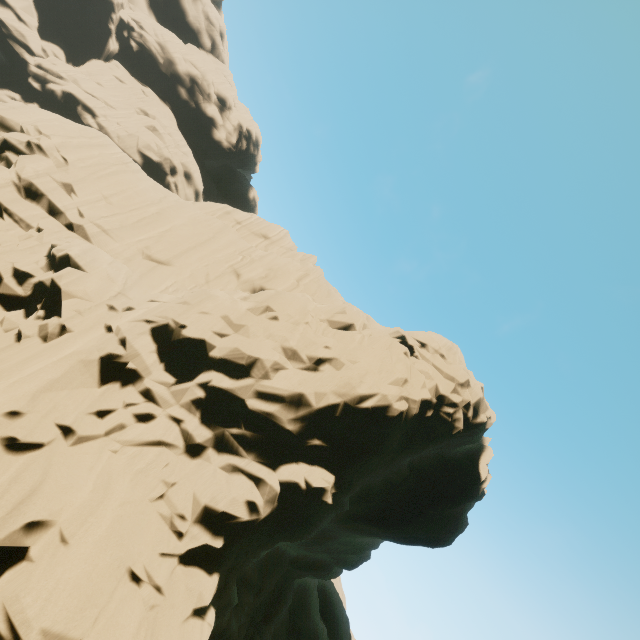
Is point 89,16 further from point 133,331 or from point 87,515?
point 87,515
